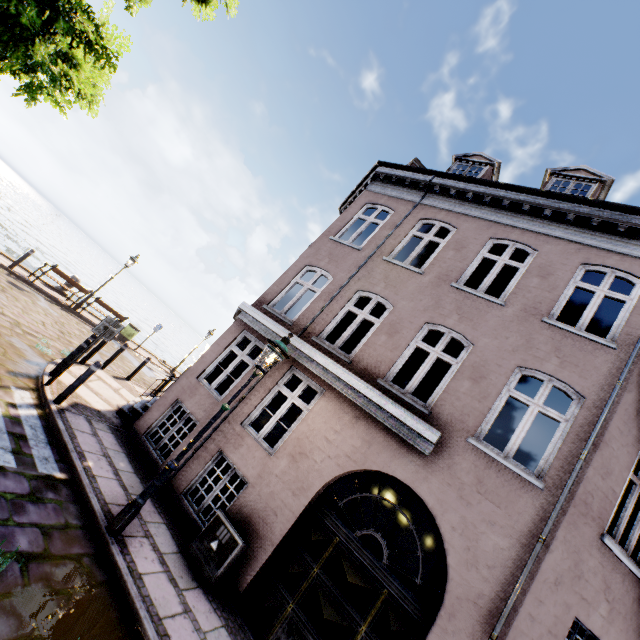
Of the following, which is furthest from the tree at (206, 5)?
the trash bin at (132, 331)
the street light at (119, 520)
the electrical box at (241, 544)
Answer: the trash bin at (132, 331)

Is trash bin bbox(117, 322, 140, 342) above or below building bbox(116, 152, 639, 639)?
below

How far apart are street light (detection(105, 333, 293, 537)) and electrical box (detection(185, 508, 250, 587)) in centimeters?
145cm

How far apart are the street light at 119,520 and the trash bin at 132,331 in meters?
14.5 m

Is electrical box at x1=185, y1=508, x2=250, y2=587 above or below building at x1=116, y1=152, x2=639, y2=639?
below

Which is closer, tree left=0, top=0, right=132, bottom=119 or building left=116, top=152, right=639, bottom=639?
tree left=0, top=0, right=132, bottom=119

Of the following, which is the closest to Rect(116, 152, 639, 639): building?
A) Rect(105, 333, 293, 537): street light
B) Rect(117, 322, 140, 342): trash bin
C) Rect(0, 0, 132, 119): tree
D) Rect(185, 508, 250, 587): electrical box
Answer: Rect(185, 508, 250, 587): electrical box

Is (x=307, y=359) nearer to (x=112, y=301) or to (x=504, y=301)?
(x=504, y=301)
